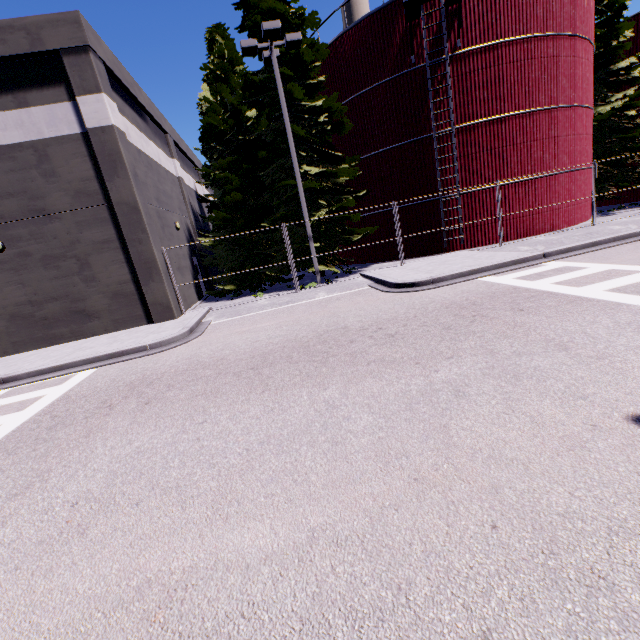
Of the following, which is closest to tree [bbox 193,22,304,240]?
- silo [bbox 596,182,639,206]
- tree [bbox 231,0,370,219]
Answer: tree [bbox 231,0,370,219]

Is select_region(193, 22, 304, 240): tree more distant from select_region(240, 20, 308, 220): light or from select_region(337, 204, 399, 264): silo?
select_region(337, 204, 399, 264): silo

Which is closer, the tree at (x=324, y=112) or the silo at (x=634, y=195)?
the tree at (x=324, y=112)

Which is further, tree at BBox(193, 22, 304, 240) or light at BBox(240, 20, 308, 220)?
tree at BBox(193, 22, 304, 240)

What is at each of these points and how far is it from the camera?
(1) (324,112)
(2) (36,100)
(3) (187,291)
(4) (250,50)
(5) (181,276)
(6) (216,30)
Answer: (1) tree, 16.0 meters
(2) building, 11.4 meters
(3) building, 16.7 meters
(4) light, 12.8 meters
(5) building, 16.2 meters
(6) tree, 21.2 meters

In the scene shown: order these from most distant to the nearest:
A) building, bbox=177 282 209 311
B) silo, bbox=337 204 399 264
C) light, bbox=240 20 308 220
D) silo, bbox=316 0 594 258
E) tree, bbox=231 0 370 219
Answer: silo, bbox=337 204 399 264 < building, bbox=177 282 209 311 < silo, bbox=316 0 594 258 < tree, bbox=231 0 370 219 < light, bbox=240 20 308 220

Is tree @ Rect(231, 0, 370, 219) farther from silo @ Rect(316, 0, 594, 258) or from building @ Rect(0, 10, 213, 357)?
building @ Rect(0, 10, 213, 357)

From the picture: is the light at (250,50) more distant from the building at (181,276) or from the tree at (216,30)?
the building at (181,276)
